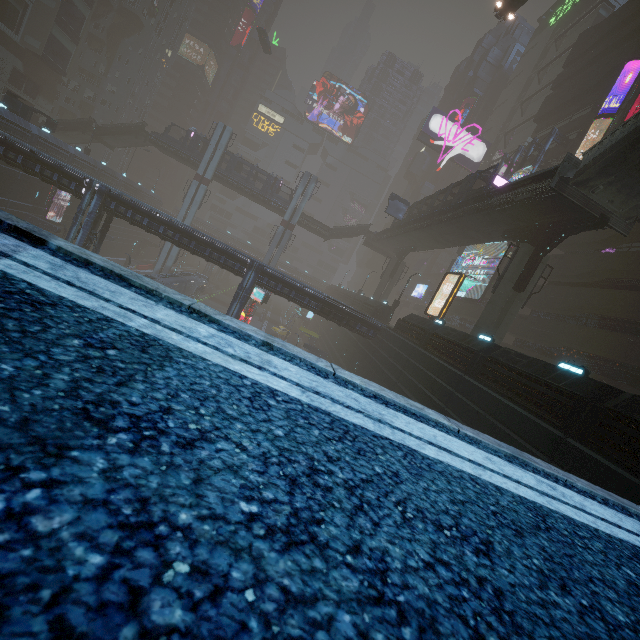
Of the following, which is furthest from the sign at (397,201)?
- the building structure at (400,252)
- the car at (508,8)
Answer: the car at (508,8)

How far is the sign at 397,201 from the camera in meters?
40.0 m

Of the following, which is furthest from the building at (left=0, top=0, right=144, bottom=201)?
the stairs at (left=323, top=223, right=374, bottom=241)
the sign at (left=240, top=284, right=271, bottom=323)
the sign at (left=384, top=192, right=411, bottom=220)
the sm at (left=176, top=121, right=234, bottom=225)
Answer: the sign at (left=384, top=192, right=411, bottom=220)

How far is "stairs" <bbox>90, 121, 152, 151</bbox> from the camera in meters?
46.5

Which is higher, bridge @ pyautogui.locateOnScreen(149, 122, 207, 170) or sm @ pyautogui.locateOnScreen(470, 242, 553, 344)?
bridge @ pyautogui.locateOnScreen(149, 122, 207, 170)

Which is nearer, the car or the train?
the car

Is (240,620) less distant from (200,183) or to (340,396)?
(340,396)

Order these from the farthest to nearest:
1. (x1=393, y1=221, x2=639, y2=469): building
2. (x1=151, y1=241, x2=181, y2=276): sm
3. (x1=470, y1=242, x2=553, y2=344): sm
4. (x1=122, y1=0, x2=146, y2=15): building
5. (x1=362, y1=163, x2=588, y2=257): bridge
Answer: (x1=122, y1=0, x2=146, y2=15): building < (x1=151, y1=241, x2=181, y2=276): sm < (x1=470, y1=242, x2=553, y2=344): sm < (x1=362, y1=163, x2=588, y2=257): bridge < (x1=393, y1=221, x2=639, y2=469): building
